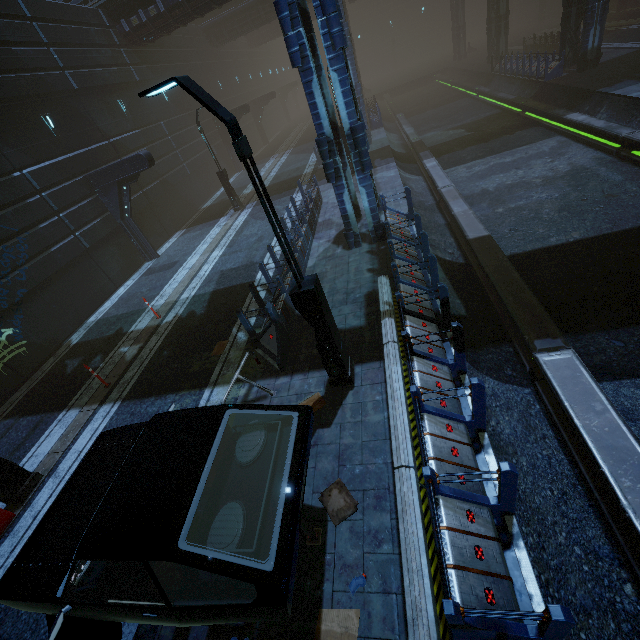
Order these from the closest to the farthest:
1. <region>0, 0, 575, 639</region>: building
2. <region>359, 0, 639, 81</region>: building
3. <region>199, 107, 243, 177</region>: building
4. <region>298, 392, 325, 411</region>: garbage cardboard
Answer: <region>0, 0, 575, 639</region>: building, <region>298, 392, 325, 411</region>: garbage cardboard, <region>359, 0, 639, 81</region>: building, <region>199, 107, 243, 177</region>: building

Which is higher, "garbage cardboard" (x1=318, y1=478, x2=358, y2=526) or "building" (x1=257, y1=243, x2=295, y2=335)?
"building" (x1=257, y1=243, x2=295, y2=335)

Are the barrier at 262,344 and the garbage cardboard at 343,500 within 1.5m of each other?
no

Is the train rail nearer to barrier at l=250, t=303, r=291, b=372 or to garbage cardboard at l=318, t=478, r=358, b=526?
garbage cardboard at l=318, t=478, r=358, b=526

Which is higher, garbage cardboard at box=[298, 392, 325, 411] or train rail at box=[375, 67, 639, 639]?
garbage cardboard at box=[298, 392, 325, 411]

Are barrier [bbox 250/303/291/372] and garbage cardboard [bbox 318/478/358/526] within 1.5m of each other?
no

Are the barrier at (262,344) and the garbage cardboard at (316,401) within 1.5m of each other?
yes

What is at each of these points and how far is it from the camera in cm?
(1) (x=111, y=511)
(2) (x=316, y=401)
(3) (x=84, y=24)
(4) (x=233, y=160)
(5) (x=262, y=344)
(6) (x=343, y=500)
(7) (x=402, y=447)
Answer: (1) car, 336
(2) garbage cardboard, 669
(3) building, 1758
(4) building, 3144
(5) barrier, 854
(6) garbage cardboard, 502
(7) barrier, 447
